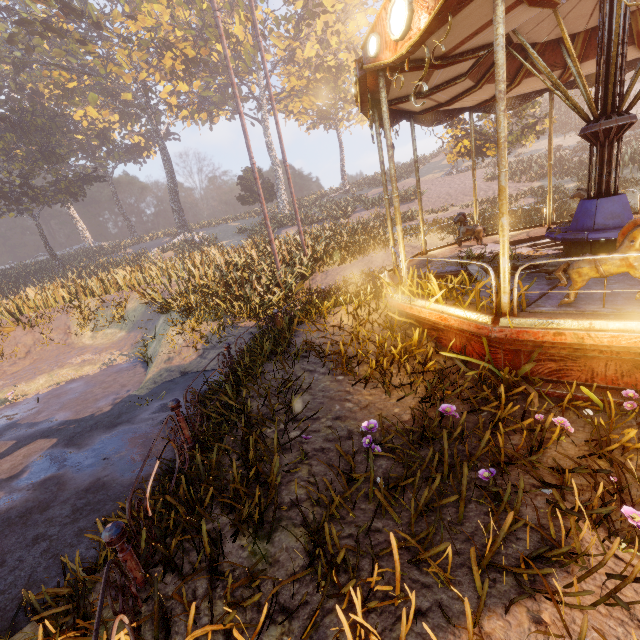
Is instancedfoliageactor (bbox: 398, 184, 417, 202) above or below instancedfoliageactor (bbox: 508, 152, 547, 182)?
below

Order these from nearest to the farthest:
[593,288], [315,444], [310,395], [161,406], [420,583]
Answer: [420,583] < [315,444] < [593,288] < [310,395] < [161,406]

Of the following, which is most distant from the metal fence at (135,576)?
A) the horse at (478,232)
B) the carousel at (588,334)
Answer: the horse at (478,232)

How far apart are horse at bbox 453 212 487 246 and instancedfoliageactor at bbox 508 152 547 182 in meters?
21.5 m

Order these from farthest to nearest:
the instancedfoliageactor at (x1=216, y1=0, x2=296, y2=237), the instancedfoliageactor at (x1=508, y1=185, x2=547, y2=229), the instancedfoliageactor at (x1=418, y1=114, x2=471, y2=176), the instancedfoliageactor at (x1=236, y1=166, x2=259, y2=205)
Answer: the instancedfoliageactor at (x1=236, y1=166, x2=259, y2=205)
the instancedfoliageactor at (x1=216, y1=0, x2=296, y2=237)
the instancedfoliageactor at (x1=418, y1=114, x2=471, y2=176)
the instancedfoliageactor at (x1=508, y1=185, x2=547, y2=229)

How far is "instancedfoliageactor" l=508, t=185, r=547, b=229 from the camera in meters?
12.9

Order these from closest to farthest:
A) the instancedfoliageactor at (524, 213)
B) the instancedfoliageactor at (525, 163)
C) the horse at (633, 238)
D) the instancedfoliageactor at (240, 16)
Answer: the horse at (633, 238), the instancedfoliageactor at (524, 213), the instancedfoliageactor at (525, 163), the instancedfoliageactor at (240, 16)

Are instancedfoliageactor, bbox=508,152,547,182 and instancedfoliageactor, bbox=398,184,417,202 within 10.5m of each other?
yes
